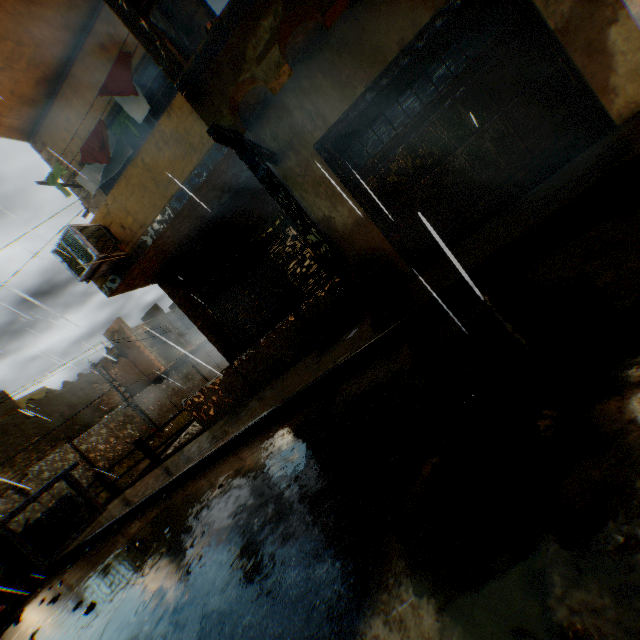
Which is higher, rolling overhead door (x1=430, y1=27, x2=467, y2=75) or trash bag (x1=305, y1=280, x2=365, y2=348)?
rolling overhead door (x1=430, y1=27, x2=467, y2=75)

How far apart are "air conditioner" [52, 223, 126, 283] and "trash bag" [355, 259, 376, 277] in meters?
3.8

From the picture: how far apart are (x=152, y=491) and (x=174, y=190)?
5.97m

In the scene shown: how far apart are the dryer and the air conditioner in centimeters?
142cm

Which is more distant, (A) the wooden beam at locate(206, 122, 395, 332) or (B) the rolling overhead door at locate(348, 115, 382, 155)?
(B) the rolling overhead door at locate(348, 115, 382, 155)

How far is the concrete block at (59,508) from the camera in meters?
9.1 m

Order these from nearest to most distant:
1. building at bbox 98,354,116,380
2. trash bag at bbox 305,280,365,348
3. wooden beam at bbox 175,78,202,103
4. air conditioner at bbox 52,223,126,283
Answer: wooden beam at bbox 175,78,202,103 < trash bag at bbox 305,280,365,348 < air conditioner at bbox 52,223,126,283 < building at bbox 98,354,116,380

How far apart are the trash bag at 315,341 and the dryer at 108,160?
4.44m
